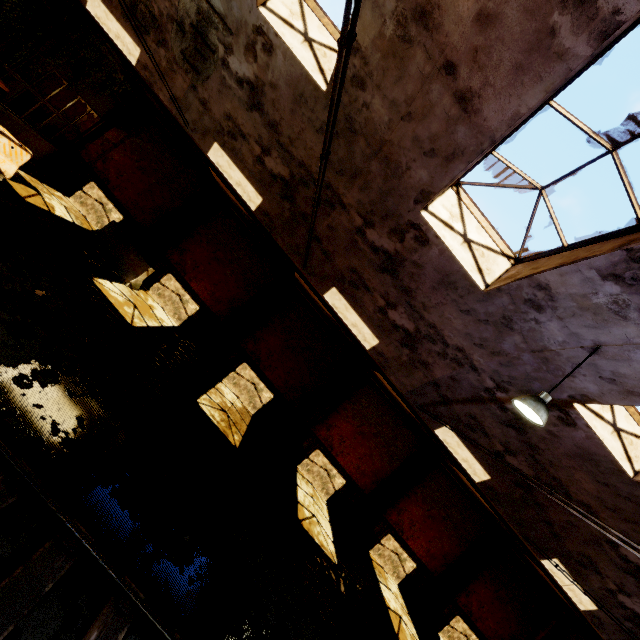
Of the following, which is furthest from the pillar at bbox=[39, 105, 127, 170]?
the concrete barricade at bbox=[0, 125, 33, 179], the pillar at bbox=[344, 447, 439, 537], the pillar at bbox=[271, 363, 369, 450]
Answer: the pillar at bbox=[344, 447, 439, 537]

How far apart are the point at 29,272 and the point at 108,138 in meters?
9.5

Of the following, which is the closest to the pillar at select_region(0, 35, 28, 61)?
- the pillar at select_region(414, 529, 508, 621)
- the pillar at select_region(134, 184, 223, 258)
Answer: the pillar at select_region(134, 184, 223, 258)

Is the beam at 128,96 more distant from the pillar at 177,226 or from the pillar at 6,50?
the pillar at 6,50

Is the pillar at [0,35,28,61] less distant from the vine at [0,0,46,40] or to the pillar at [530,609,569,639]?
the vine at [0,0,46,40]

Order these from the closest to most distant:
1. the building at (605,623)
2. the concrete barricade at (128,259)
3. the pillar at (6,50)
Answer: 1. the building at (605,623)
2. the concrete barricade at (128,259)
3. the pillar at (6,50)

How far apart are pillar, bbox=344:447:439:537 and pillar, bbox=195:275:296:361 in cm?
921

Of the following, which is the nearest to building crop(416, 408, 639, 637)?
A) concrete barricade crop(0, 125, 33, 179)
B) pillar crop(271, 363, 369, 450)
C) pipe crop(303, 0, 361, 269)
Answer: pipe crop(303, 0, 361, 269)
